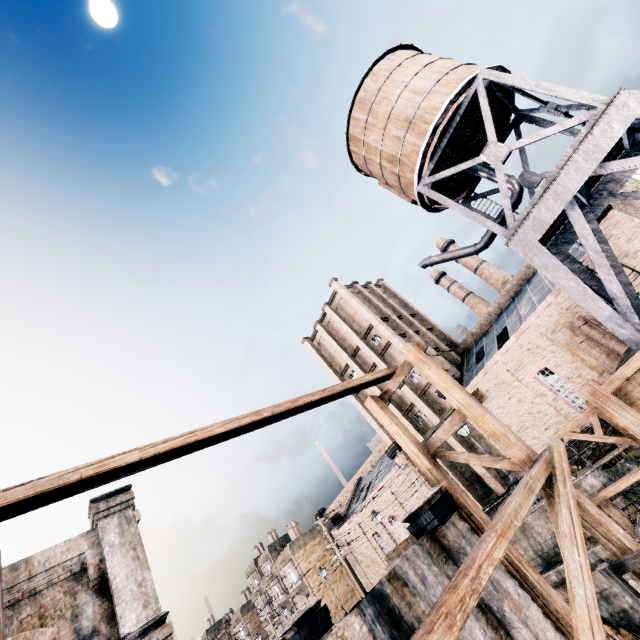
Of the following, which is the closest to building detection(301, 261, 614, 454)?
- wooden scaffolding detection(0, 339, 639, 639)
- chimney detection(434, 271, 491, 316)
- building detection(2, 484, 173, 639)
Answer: chimney detection(434, 271, 491, 316)

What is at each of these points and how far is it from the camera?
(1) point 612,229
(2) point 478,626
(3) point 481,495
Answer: (1) building, 22.9 meters
(2) building, 9.3 meters
(3) building, 31.8 meters

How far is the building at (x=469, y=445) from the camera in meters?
31.8 m

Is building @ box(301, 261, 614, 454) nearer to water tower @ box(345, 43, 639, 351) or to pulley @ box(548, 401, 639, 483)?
water tower @ box(345, 43, 639, 351)

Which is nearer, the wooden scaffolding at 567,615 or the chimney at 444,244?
the wooden scaffolding at 567,615

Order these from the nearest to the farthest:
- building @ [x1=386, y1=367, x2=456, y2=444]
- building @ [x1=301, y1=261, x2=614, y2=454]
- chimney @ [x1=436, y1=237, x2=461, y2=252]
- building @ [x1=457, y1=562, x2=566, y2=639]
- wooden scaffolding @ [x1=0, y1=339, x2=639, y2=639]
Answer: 1. wooden scaffolding @ [x1=0, y1=339, x2=639, y2=639]
2. building @ [x1=457, y1=562, x2=566, y2=639]
3. building @ [x1=301, y1=261, x2=614, y2=454]
4. building @ [x1=386, y1=367, x2=456, y2=444]
5. chimney @ [x1=436, y1=237, x2=461, y2=252]

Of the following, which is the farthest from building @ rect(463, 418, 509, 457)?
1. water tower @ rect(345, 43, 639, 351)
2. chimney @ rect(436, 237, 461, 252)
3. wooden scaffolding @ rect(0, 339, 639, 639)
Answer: wooden scaffolding @ rect(0, 339, 639, 639)

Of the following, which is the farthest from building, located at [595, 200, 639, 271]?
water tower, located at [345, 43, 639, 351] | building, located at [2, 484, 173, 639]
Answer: building, located at [2, 484, 173, 639]
